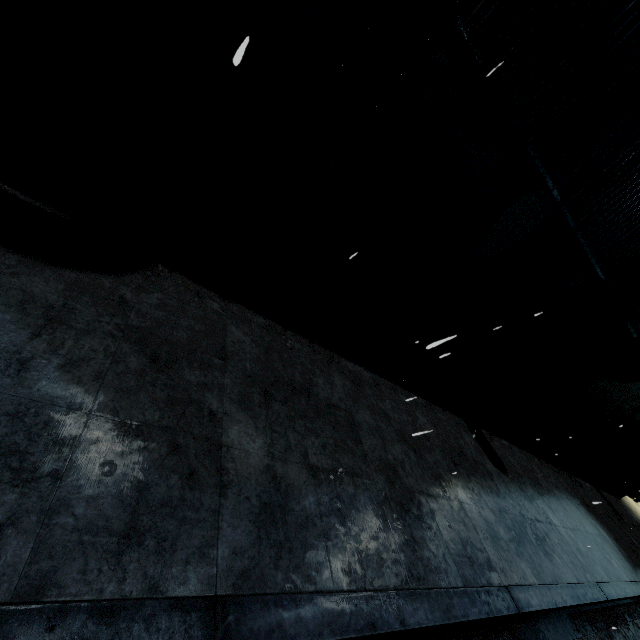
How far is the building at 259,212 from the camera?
4.9 meters

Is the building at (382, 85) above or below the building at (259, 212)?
above

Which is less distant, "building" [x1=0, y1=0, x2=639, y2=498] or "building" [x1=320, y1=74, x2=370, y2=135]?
"building" [x1=0, y1=0, x2=639, y2=498]

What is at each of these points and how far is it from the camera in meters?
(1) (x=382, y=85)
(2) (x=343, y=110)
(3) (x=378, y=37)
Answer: (1) building, 4.3
(2) building, 4.4
(3) building, 4.0

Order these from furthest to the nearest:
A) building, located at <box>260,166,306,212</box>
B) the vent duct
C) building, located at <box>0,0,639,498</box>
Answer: the vent duct, building, located at <box>260,166,306,212</box>, building, located at <box>0,0,639,498</box>

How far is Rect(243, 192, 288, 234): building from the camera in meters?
4.9
